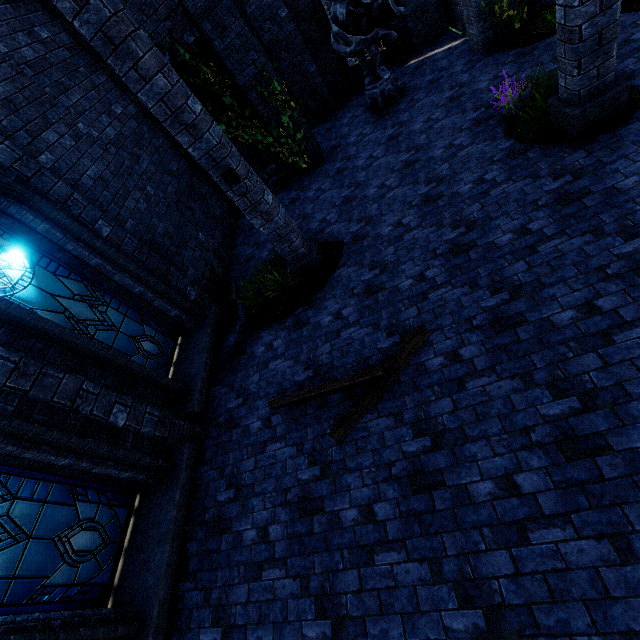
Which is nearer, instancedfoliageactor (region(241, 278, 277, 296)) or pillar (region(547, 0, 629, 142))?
pillar (region(547, 0, 629, 142))

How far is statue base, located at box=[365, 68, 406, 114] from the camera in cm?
864

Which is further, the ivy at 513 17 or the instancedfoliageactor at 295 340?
the ivy at 513 17

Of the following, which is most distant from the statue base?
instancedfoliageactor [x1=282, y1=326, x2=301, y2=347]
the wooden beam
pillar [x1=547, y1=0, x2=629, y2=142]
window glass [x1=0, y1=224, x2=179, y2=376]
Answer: window glass [x1=0, y1=224, x2=179, y2=376]

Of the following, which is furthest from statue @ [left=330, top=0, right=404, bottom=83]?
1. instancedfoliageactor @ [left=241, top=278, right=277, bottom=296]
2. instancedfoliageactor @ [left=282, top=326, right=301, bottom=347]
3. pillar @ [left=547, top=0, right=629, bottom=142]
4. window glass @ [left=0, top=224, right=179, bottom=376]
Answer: window glass @ [left=0, top=224, right=179, bottom=376]

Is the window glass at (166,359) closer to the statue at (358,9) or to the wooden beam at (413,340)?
the wooden beam at (413,340)

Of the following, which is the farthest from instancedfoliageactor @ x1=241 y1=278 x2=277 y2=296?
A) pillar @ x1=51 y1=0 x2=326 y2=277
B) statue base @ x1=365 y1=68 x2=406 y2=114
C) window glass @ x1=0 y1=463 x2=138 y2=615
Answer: statue base @ x1=365 y1=68 x2=406 y2=114

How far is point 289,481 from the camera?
4.36m
